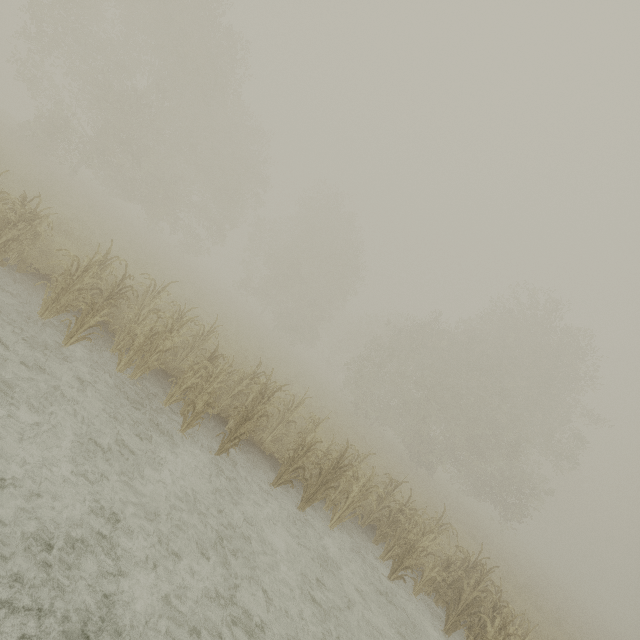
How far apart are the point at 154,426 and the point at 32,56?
28.7 meters
